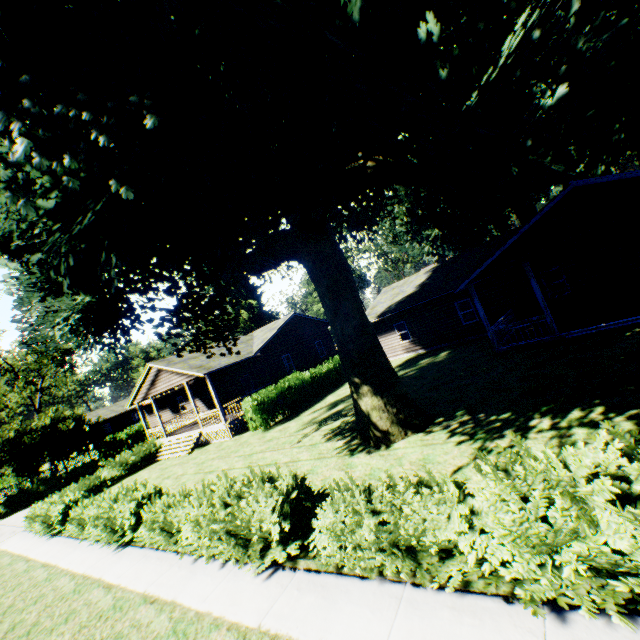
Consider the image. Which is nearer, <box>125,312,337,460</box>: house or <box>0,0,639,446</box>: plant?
<box>0,0,639,446</box>: plant

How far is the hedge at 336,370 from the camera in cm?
1865

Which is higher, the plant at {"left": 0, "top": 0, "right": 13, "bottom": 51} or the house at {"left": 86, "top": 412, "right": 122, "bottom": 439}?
the plant at {"left": 0, "top": 0, "right": 13, "bottom": 51}

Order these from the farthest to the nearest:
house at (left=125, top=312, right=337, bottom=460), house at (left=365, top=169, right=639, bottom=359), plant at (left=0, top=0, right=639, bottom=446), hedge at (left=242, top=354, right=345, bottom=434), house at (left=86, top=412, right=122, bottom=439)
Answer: house at (left=86, top=412, right=122, bottom=439)
house at (left=125, top=312, right=337, bottom=460)
hedge at (left=242, top=354, right=345, bottom=434)
house at (left=365, top=169, right=639, bottom=359)
plant at (left=0, top=0, right=639, bottom=446)

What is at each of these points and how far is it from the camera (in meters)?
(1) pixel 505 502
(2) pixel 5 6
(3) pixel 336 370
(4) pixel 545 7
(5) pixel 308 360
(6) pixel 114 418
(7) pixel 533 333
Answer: (1) hedge, 4.57
(2) plant, 4.63
(3) hedge, 24.84
(4) plant, 4.85
(5) house, 28.80
(6) house, 59.69
(7) house, 16.05

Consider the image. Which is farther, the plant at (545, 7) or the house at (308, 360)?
the house at (308, 360)

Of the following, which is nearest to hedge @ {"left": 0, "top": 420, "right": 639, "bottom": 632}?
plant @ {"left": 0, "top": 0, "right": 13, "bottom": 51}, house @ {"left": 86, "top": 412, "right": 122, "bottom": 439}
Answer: plant @ {"left": 0, "top": 0, "right": 13, "bottom": 51}

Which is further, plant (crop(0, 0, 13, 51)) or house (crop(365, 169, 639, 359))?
house (crop(365, 169, 639, 359))
